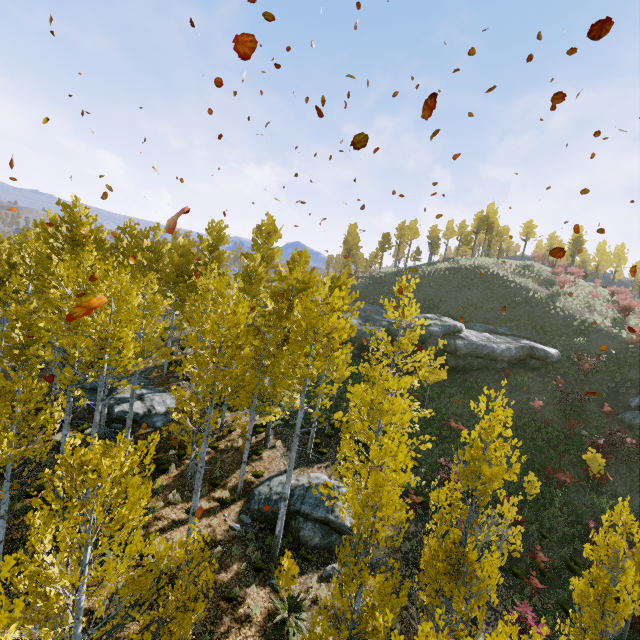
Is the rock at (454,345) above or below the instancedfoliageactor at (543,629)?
above

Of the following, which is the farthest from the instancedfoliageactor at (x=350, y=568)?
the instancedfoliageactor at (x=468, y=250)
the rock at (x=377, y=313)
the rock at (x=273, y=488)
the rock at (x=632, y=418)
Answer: the instancedfoliageactor at (x=468, y=250)

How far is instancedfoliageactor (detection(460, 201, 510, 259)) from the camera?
56.6 meters

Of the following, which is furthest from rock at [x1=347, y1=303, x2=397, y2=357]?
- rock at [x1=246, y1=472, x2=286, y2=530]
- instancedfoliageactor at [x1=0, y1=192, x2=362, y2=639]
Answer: rock at [x1=246, y1=472, x2=286, y2=530]

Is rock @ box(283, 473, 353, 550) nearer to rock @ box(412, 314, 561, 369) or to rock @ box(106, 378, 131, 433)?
rock @ box(106, 378, 131, 433)

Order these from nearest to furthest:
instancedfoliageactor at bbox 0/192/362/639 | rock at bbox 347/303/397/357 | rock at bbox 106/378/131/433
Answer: instancedfoliageactor at bbox 0/192/362/639
rock at bbox 106/378/131/433
rock at bbox 347/303/397/357

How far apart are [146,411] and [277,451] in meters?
7.9 m

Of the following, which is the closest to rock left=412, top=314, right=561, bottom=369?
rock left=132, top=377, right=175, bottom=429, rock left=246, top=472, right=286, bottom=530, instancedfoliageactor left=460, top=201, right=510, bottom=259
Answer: rock left=246, top=472, right=286, bottom=530
